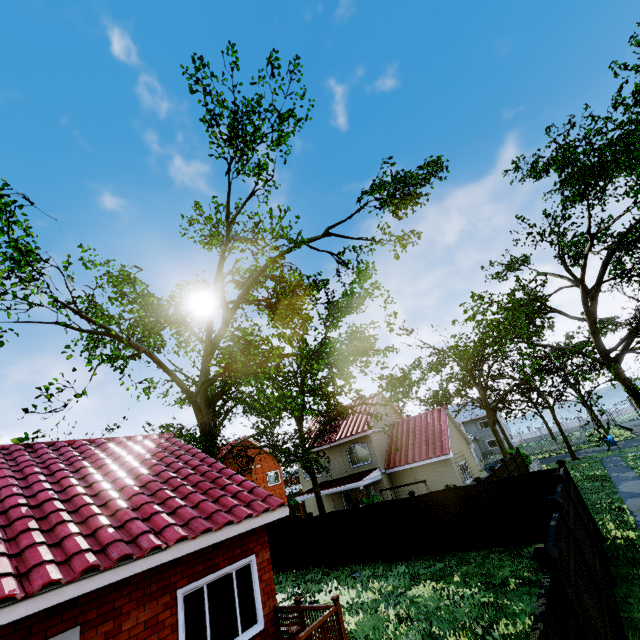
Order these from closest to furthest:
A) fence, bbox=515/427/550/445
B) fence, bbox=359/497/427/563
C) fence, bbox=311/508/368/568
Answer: fence, bbox=359/497/427/563
fence, bbox=311/508/368/568
fence, bbox=515/427/550/445

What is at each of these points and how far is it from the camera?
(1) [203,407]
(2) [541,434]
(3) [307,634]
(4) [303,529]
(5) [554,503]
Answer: (1) tree, 19.1m
(2) fence, 57.2m
(3) wooden rail, 5.9m
(4) fence, 17.3m
(5) fence post, 6.7m

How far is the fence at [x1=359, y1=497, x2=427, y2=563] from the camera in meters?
13.9

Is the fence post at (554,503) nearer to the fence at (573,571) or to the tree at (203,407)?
the fence at (573,571)

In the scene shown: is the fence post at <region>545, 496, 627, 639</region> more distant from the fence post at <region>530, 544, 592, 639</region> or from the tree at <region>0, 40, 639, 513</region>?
the tree at <region>0, 40, 639, 513</region>

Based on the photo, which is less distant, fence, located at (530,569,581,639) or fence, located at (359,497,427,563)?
fence, located at (530,569,581,639)

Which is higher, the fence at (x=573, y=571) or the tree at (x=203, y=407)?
the tree at (x=203, y=407)

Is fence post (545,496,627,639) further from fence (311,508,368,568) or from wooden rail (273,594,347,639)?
wooden rail (273,594,347,639)
